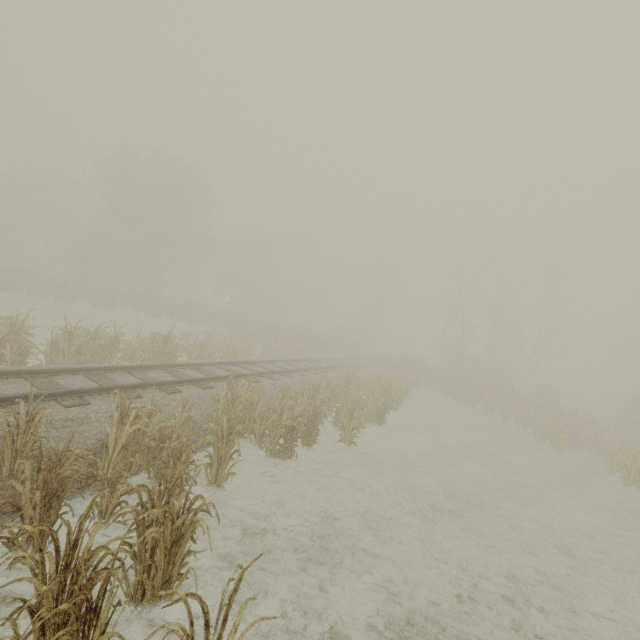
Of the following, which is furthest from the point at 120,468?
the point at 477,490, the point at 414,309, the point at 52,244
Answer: the point at 414,309
